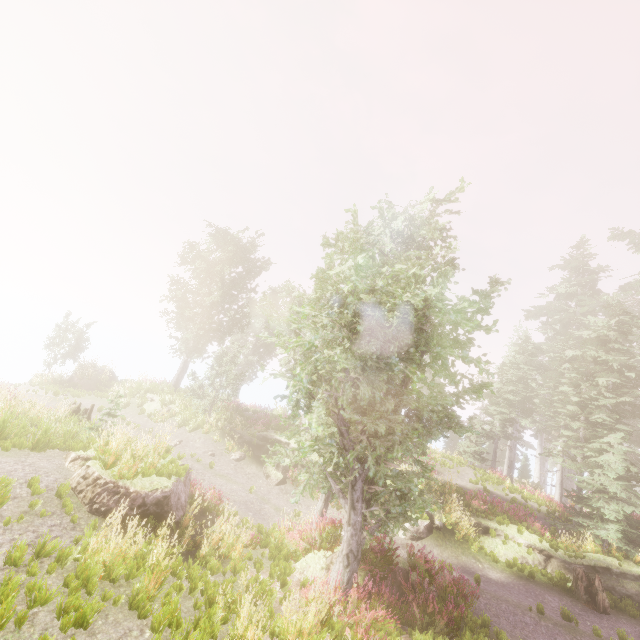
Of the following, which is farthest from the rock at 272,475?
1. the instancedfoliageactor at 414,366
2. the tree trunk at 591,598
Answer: the tree trunk at 591,598

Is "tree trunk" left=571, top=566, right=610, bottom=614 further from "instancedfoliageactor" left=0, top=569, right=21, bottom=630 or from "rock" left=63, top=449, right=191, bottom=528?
"rock" left=63, top=449, right=191, bottom=528

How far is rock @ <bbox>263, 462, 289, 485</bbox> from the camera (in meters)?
17.14

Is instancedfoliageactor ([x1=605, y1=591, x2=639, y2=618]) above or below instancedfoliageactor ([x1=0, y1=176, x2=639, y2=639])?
below

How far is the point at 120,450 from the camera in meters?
9.4

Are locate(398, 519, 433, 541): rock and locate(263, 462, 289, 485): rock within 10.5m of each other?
yes

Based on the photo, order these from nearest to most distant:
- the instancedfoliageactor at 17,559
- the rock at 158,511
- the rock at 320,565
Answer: the instancedfoliageactor at 17,559
the rock at 158,511
the rock at 320,565

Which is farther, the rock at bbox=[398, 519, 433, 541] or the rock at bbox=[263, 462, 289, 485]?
the rock at bbox=[263, 462, 289, 485]
